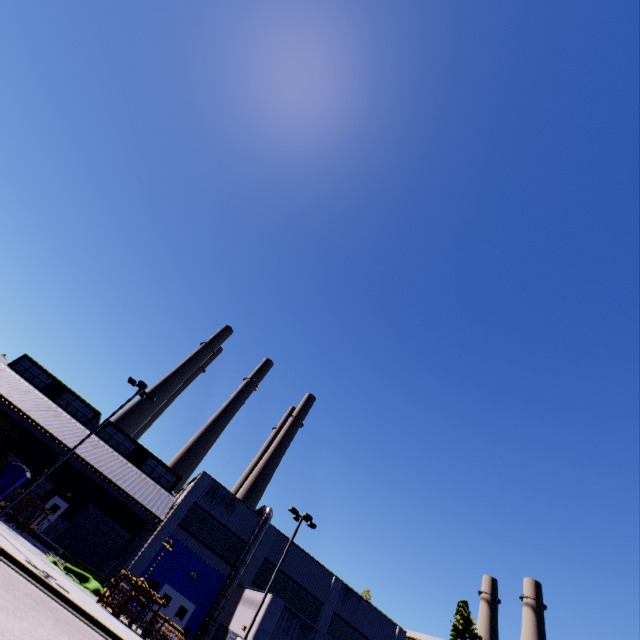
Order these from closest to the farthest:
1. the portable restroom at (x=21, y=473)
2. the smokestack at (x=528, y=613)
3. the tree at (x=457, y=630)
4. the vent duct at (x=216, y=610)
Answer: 1. the vent duct at (x=216, y=610)
2. the portable restroom at (x=21, y=473)
3. the tree at (x=457, y=630)
4. the smokestack at (x=528, y=613)

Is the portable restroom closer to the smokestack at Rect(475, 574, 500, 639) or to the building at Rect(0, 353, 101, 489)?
the building at Rect(0, 353, 101, 489)

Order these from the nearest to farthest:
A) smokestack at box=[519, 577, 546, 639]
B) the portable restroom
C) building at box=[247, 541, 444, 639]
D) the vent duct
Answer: building at box=[247, 541, 444, 639], the vent duct, the portable restroom, smokestack at box=[519, 577, 546, 639]

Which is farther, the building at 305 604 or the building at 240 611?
the building at 240 611

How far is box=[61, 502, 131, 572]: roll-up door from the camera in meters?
28.6 m

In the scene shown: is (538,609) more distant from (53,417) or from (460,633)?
(53,417)

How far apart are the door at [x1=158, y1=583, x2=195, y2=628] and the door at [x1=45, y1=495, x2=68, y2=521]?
12.6 meters

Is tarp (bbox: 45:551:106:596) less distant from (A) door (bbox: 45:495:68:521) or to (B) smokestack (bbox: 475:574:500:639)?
(A) door (bbox: 45:495:68:521)
